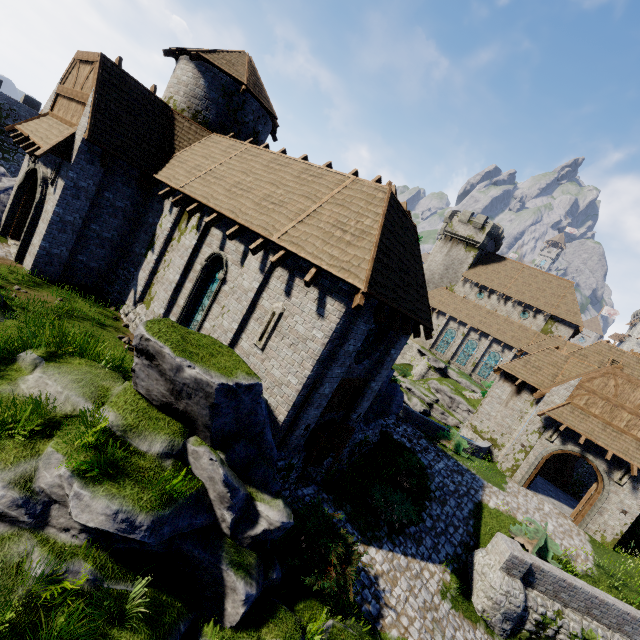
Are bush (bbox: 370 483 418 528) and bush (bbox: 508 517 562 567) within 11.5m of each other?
yes

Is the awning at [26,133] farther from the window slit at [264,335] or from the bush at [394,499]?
the bush at [394,499]

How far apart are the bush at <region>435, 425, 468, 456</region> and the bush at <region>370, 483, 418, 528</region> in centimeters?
640cm

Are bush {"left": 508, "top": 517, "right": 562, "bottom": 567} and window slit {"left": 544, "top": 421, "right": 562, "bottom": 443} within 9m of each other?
yes

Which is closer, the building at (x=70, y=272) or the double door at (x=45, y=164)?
the building at (x=70, y=272)

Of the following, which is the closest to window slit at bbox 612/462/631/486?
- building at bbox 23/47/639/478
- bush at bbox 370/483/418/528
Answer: bush at bbox 370/483/418/528

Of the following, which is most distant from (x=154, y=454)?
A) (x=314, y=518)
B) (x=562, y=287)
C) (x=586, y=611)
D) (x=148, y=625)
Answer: (x=562, y=287)

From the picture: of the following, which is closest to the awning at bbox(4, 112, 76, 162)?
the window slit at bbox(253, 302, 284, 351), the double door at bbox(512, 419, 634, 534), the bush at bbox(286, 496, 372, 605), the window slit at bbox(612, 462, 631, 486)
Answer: the window slit at bbox(253, 302, 284, 351)
